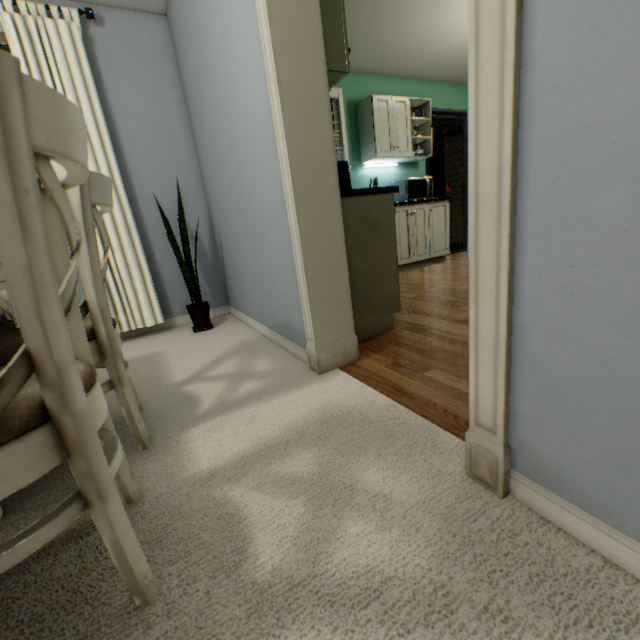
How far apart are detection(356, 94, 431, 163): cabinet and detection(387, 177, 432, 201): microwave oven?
0.3 meters

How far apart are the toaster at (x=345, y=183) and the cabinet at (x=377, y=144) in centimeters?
236cm

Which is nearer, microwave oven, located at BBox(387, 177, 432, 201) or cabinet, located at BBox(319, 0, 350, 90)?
cabinet, located at BBox(319, 0, 350, 90)

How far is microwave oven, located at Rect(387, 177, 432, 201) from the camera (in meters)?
4.21

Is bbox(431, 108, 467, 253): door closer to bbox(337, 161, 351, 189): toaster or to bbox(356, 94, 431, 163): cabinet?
bbox(356, 94, 431, 163): cabinet

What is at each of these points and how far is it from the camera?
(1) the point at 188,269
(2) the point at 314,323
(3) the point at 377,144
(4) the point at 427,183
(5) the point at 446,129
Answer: (1) plant, 2.6m
(2) door frame, 1.6m
(3) cabinet, 4.0m
(4) microwave oven, 4.3m
(5) building, 6.5m

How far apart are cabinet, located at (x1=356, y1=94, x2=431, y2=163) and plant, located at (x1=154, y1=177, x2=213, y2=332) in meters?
2.6 m

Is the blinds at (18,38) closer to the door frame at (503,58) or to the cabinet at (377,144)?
the door frame at (503,58)
